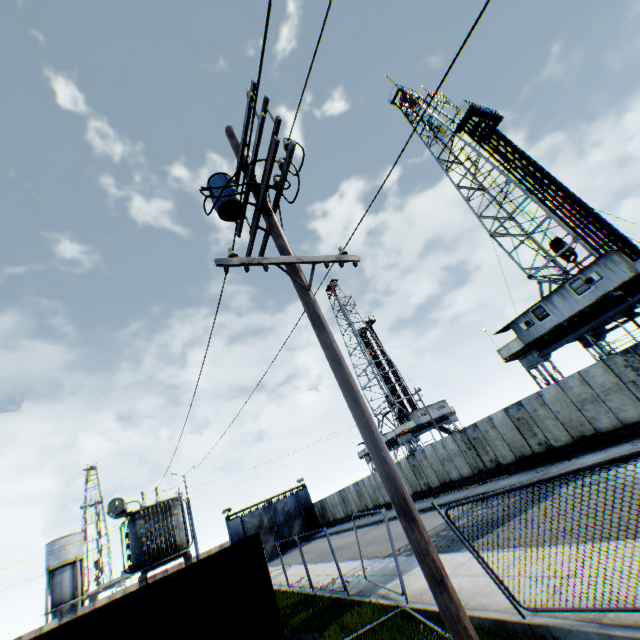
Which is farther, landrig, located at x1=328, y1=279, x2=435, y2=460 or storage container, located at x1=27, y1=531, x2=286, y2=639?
landrig, located at x1=328, y1=279, x2=435, y2=460

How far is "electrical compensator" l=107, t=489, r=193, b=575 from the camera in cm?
1662

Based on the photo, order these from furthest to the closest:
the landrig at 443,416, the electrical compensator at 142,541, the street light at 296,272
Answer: the landrig at 443,416
the electrical compensator at 142,541
the street light at 296,272

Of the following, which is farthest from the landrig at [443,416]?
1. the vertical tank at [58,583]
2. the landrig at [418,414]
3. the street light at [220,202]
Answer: the vertical tank at [58,583]

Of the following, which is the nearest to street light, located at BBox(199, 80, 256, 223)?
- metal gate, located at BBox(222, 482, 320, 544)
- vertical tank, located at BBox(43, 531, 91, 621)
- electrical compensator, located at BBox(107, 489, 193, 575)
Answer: electrical compensator, located at BBox(107, 489, 193, 575)

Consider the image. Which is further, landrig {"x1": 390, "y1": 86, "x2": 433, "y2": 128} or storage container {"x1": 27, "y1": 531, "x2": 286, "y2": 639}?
landrig {"x1": 390, "y1": 86, "x2": 433, "y2": 128}

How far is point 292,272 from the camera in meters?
4.7 m

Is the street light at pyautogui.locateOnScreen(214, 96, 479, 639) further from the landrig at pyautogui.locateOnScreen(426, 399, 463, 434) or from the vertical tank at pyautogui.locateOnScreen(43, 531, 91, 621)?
the vertical tank at pyautogui.locateOnScreen(43, 531, 91, 621)
